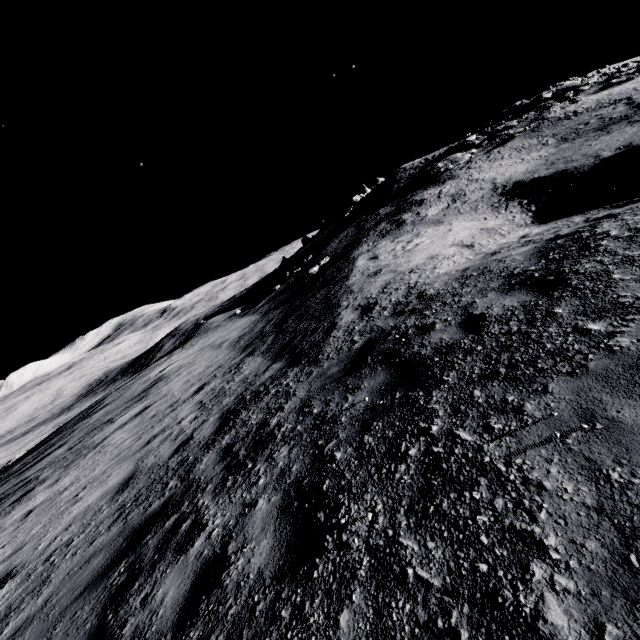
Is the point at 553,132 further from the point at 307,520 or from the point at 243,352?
the point at 307,520
